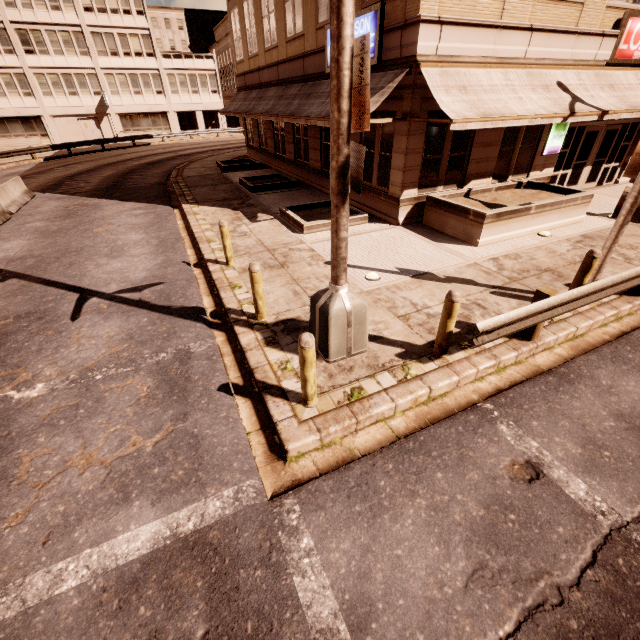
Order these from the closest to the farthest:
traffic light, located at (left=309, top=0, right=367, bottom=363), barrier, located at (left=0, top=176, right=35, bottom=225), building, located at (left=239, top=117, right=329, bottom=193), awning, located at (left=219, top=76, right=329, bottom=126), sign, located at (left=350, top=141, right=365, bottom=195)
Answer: traffic light, located at (left=309, top=0, right=367, bottom=363)
sign, located at (left=350, top=141, right=365, bottom=195)
awning, located at (left=219, top=76, right=329, bottom=126)
barrier, located at (left=0, top=176, right=35, bottom=225)
building, located at (left=239, top=117, right=329, bottom=193)

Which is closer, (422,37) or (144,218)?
(422,37)

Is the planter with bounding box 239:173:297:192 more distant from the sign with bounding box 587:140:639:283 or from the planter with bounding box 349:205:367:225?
the sign with bounding box 587:140:639:283

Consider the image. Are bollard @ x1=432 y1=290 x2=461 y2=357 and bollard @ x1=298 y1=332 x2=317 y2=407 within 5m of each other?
yes

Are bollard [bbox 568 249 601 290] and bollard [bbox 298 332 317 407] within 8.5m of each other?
yes

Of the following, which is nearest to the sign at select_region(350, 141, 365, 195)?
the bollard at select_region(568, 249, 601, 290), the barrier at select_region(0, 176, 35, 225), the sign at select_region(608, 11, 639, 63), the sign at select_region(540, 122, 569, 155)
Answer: the bollard at select_region(568, 249, 601, 290)

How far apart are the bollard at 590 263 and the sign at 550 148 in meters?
8.7

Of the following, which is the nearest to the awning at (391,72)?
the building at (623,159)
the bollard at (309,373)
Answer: the building at (623,159)
